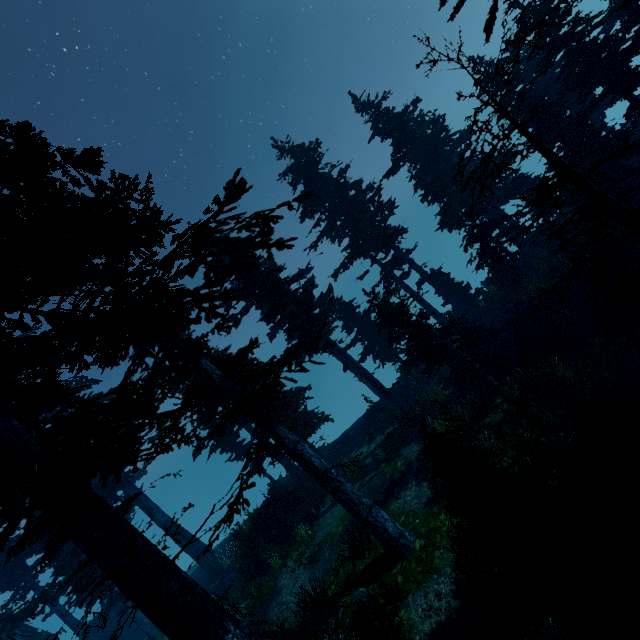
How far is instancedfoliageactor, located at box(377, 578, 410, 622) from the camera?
9.3 meters

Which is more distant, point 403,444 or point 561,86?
point 403,444

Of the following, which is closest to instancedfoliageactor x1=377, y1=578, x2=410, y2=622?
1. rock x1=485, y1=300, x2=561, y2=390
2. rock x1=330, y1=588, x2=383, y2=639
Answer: rock x1=330, y1=588, x2=383, y2=639

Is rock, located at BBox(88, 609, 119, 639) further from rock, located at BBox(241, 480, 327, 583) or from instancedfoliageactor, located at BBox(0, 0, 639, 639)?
rock, located at BBox(241, 480, 327, 583)

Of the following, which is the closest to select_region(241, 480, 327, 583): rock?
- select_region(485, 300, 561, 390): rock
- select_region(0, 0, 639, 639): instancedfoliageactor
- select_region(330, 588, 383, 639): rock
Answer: select_region(0, 0, 639, 639): instancedfoliageactor

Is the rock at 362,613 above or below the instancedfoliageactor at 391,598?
above

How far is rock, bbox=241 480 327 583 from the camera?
17.58m

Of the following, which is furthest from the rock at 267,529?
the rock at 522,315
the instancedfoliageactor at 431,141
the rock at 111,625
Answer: the rock at 111,625
